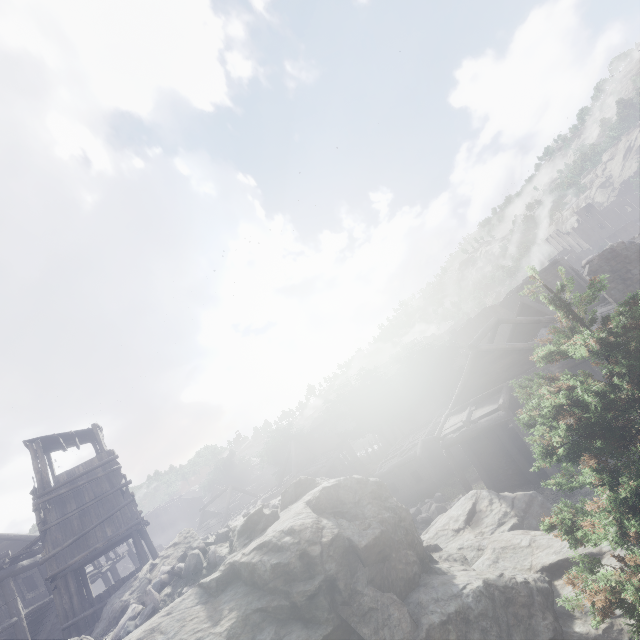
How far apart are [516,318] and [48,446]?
28.65m

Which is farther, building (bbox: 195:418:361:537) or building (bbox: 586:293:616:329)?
building (bbox: 195:418:361:537)

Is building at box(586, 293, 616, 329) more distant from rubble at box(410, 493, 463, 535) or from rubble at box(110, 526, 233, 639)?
rubble at box(110, 526, 233, 639)

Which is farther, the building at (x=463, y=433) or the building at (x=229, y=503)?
the building at (x=229, y=503)

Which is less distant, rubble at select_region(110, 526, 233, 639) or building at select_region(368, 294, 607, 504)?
rubble at select_region(110, 526, 233, 639)

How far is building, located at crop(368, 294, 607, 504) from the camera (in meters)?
16.98

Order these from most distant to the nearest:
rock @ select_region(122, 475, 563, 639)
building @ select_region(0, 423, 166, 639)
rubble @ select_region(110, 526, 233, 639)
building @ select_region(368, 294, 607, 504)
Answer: building @ select_region(368, 294, 607, 504) → building @ select_region(0, 423, 166, 639) → rubble @ select_region(110, 526, 233, 639) → rock @ select_region(122, 475, 563, 639)

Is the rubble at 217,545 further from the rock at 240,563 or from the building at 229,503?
the building at 229,503
